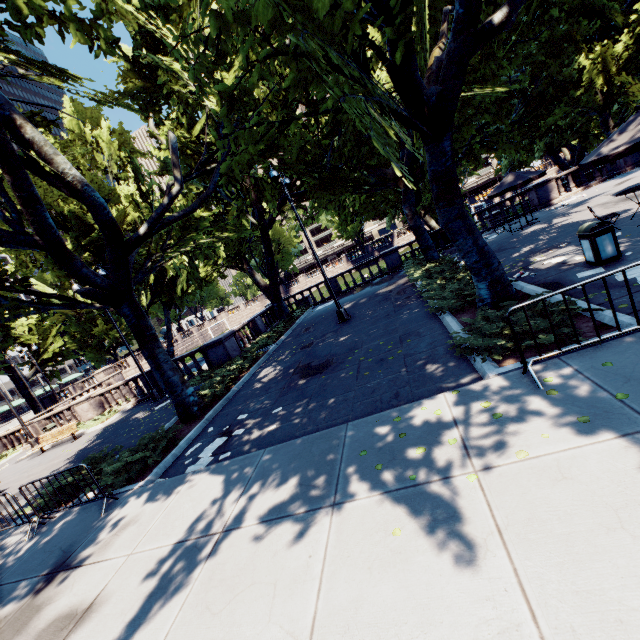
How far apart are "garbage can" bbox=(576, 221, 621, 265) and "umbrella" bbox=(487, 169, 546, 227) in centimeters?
962cm

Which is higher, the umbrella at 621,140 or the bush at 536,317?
the umbrella at 621,140

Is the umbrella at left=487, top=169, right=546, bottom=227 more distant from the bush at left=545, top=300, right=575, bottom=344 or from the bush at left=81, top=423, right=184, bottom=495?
the bush at left=81, top=423, right=184, bottom=495

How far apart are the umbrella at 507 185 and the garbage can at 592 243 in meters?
9.6

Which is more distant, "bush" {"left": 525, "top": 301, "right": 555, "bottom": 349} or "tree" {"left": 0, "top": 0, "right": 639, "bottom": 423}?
"tree" {"left": 0, "top": 0, "right": 639, "bottom": 423}

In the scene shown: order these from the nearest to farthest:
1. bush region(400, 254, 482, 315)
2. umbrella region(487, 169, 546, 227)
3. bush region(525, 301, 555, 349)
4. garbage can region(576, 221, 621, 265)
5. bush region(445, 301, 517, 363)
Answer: bush region(525, 301, 555, 349)
bush region(445, 301, 517, 363)
garbage can region(576, 221, 621, 265)
bush region(400, 254, 482, 315)
umbrella region(487, 169, 546, 227)

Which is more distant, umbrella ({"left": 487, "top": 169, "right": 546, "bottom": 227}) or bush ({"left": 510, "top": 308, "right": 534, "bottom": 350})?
umbrella ({"left": 487, "top": 169, "right": 546, "bottom": 227})

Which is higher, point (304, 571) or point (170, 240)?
point (170, 240)
